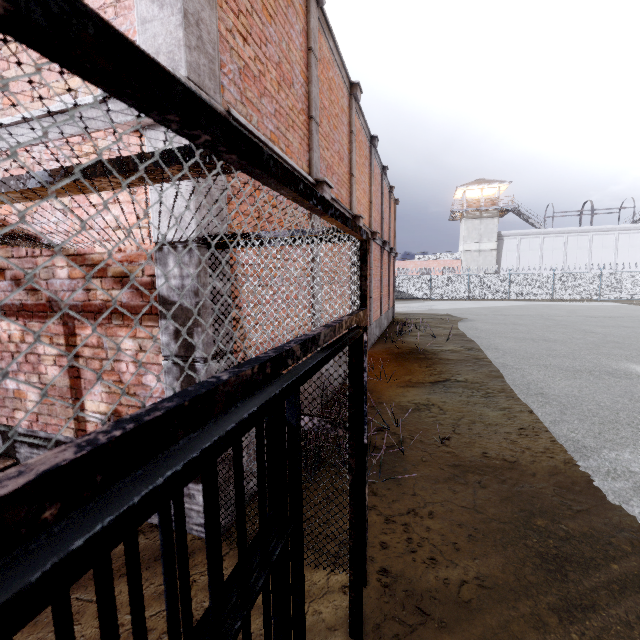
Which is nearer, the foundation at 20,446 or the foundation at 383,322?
the foundation at 20,446

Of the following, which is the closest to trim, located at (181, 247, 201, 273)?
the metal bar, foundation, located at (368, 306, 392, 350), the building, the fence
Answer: foundation, located at (368, 306, 392, 350)

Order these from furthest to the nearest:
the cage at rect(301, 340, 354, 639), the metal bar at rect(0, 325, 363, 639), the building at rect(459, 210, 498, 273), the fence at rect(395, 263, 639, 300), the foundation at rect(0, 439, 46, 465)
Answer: the building at rect(459, 210, 498, 273)
the fence at rect(395, 263, 639, 300)
the foundation at rect(0, 439, 46, 465)
the cage at rect(301, 340, 354, 639)
the metal bar at rect(0, 325, 363, 639)

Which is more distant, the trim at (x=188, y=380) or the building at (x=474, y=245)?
the building at (x=474, y=245)

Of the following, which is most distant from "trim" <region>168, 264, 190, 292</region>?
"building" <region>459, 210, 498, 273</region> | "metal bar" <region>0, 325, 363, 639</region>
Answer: "building" <region>459, 210, 498, 273</region>

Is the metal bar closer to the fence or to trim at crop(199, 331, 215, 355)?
trim at crop(199, 331, 215, 355)

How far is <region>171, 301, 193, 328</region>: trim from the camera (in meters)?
2.71

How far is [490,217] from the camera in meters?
40.6 m
